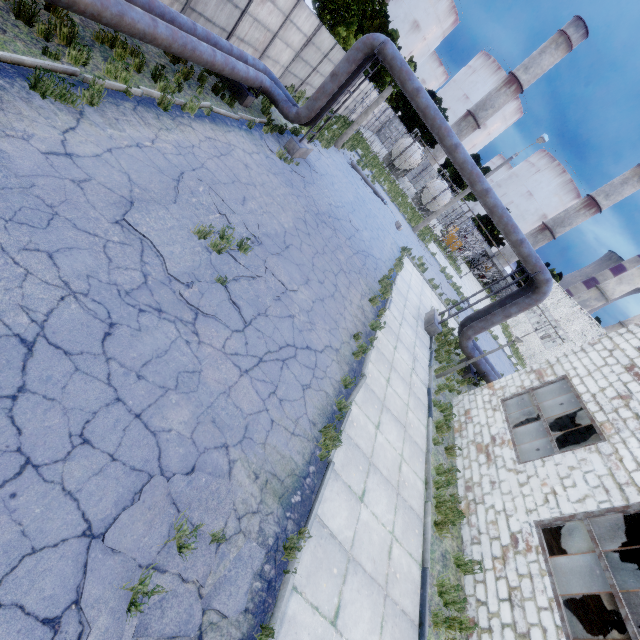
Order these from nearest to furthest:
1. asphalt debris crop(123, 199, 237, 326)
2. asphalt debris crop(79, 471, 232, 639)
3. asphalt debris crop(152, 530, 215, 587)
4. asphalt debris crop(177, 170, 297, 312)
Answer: asphalt debris crop(79, 471, 232, 639), asphalt debris crop(152, 530, 215, 587), asphalt debris crop(123, 199, 237, 326), asphalt debris crop(177, 170, 297, 312)

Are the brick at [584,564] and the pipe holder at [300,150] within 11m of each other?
no

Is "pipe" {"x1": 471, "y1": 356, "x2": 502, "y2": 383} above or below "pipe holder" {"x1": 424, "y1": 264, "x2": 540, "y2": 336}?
above

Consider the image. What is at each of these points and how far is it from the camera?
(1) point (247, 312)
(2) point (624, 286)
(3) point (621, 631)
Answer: (1) asphalt debris, 6.6 meters
(2) chimney, 45.1 meters
(3) door, 11.0 meters

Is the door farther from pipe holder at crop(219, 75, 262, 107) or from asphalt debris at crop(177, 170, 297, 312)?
pipe holder at crop(219, 75, 262, 107)

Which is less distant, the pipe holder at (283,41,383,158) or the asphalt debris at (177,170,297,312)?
the asphalt debris at (177,170,297,312)

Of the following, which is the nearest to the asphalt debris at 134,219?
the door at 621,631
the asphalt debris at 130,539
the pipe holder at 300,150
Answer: the asphalt debris at 130,539

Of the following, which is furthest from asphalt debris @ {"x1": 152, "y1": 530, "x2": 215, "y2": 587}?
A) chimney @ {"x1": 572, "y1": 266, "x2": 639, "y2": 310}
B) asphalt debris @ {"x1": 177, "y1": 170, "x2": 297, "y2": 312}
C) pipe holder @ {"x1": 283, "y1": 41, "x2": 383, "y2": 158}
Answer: chimney @ {"x1": 572, "y1": 266, "x2": 639, "y2": 310}
